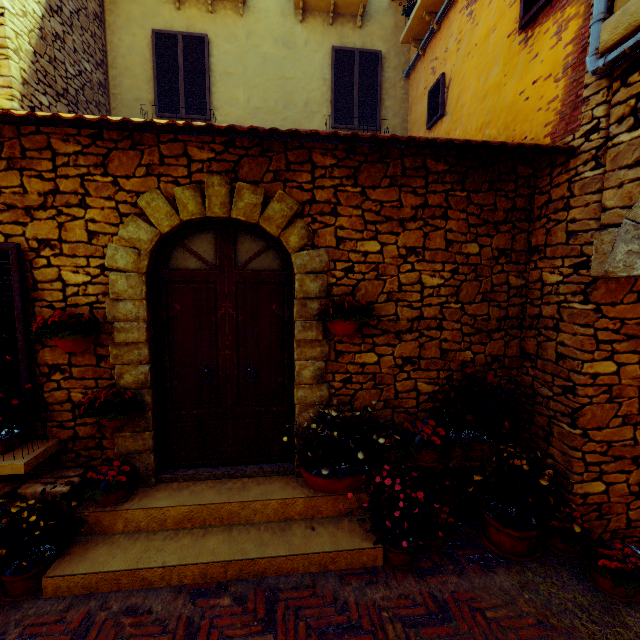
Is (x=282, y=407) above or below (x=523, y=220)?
below

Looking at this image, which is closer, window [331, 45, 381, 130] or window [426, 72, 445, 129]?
window [426, 72, 445, 129]

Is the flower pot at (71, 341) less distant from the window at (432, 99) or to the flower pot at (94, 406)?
the flower pot at (94, 406)

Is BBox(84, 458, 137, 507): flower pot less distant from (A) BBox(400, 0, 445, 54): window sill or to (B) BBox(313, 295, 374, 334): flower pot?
(B) BBox(313, 295, 374, 334): flower pot

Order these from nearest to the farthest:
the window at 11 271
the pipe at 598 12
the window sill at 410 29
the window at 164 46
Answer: the pipe at 598 12, the window at 11 271, the window sill at 410 29, the window at 164 46

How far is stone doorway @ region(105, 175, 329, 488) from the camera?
3.2 meters

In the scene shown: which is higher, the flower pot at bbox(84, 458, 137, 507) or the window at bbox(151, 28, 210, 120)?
the window at bbox(151, 28, 210, 120)

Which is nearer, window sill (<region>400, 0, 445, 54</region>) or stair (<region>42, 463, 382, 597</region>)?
stair (<region>42, 463, 382, 597</region>)
